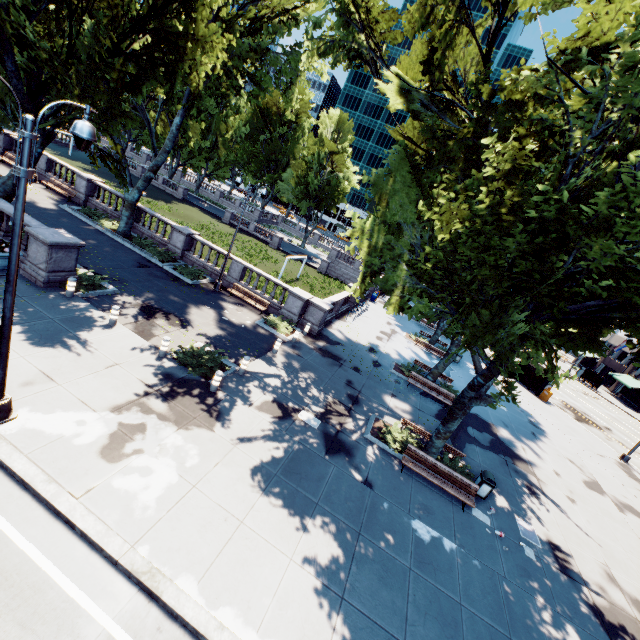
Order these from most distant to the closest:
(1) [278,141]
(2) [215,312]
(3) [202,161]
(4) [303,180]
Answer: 1. (1) [278,141]
2. (3) [202,161]
3. (4) [303,180]
4. (2) [215,312]

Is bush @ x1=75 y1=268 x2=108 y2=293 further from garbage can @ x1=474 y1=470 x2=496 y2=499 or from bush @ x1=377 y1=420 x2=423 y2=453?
garbage can @ x1=474 y1=470 x2=496 y2=499

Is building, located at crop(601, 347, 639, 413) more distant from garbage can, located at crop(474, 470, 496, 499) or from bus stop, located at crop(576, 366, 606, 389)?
garbage can, located at crop(474, 470, 496, 499)

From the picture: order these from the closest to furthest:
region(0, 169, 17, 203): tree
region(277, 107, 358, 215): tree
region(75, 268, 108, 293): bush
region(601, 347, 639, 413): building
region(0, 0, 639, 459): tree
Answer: region(0, 0, 639, 459): tree → region(75, 268, 108, 293): bush → region(0, 169, 17, 203): tree → region(601, 347, 639, 413): building → region(277, 107, 358, 215): tree

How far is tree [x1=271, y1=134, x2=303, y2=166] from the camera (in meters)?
58.03

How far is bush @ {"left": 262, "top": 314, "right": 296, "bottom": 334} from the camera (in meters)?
19.48

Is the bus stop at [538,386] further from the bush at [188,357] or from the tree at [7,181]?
the bush at [188,357]

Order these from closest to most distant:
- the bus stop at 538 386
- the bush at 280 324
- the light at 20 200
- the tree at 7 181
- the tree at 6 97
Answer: the light at 20 200 < the tree at 7 181 < the tree at 6 97 < the bush at 280 324 < the bus stop at 538 386
